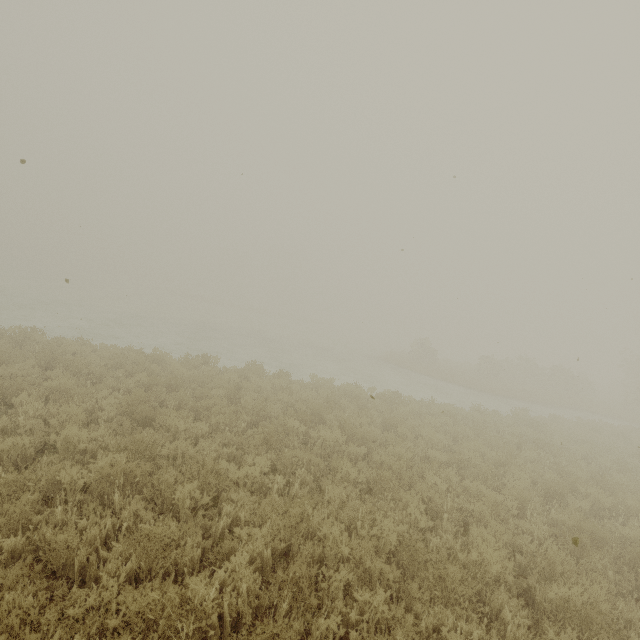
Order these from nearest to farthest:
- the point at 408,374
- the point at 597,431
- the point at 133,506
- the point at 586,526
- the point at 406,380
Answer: the point at 133,506
the point at 586,526
the point at 597,431
the point at 406,380
the point at 408,374

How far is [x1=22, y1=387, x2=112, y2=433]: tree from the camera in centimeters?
600cm

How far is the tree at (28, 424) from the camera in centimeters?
600cm
